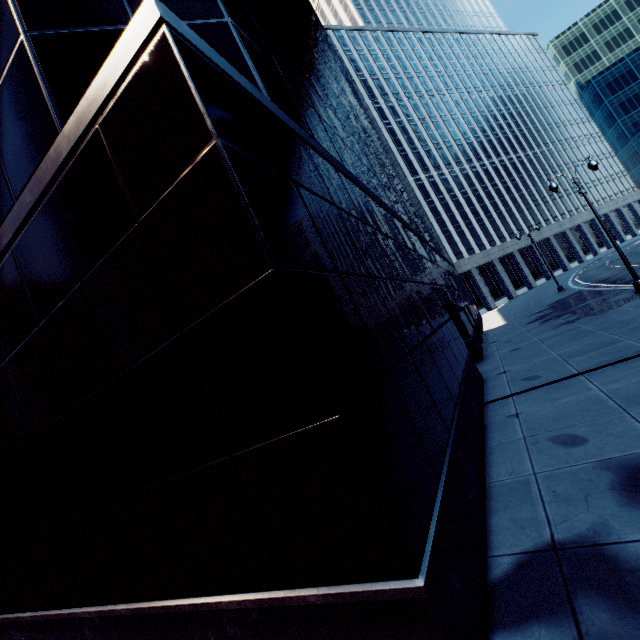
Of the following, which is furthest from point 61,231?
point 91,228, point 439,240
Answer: point 439,240
